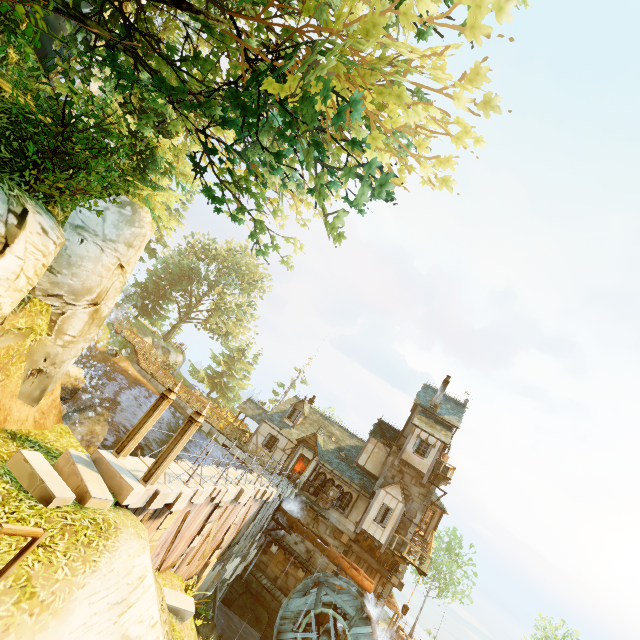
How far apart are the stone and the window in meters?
14.1

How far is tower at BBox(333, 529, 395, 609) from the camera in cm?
2235

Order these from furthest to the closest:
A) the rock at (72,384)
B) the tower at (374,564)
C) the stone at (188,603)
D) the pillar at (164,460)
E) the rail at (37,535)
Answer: the tower at (374,564)
the rock at (72,384)
the stone at (188,603)
the pillar at (164,460)
the rail at (37,535)

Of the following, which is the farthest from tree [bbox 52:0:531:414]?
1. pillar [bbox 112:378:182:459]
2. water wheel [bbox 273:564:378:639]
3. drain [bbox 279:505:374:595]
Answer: drain [bbox 279:505:374:595]

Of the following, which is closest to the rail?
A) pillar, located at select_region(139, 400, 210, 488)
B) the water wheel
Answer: pillar, located at select_region(139, 400, 210, 488)

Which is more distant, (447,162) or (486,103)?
(447,162)

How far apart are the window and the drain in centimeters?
227cm

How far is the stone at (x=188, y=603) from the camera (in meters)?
11.24
